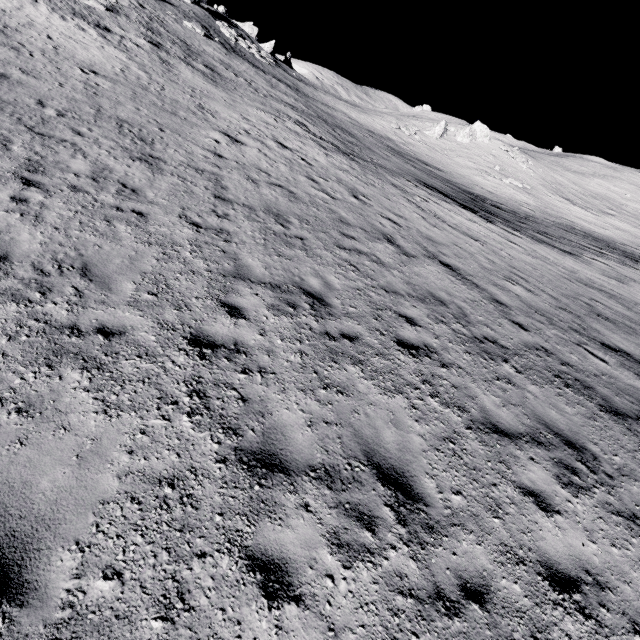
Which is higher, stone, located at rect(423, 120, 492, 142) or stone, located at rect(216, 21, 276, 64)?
stone, located at rect(216, 21, 276, 64)

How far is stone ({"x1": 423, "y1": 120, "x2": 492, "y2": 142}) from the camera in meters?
47.7 m

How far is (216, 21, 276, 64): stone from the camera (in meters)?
41.33

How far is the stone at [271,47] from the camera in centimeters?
4133cm

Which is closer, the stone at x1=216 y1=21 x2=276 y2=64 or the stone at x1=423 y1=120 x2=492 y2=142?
the stone at x1=216 y1=21 x2=276 y2=64

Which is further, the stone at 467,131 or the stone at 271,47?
the stone at 467,131

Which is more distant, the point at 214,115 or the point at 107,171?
the point at 214,115
